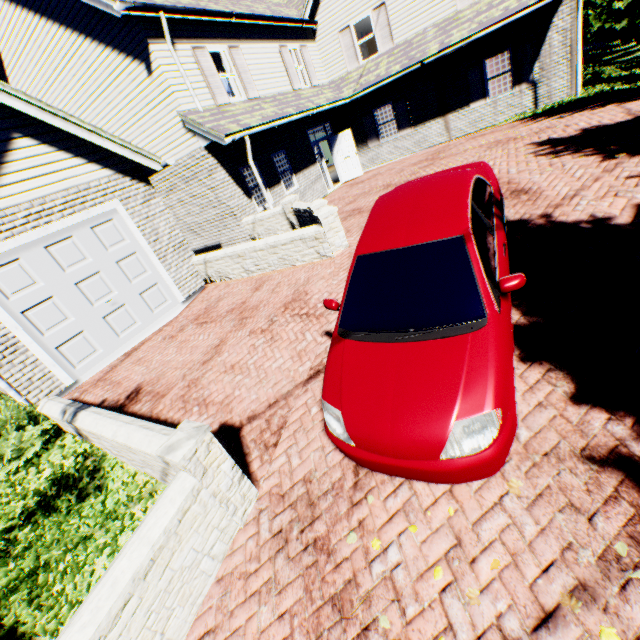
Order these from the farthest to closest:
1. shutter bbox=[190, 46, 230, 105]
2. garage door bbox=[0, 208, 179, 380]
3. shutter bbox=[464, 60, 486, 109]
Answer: shutter bbox=[464, 60, 486, 109], shutter bbox=[190, 46, 230, 105], garage door bbox=[0, 208, 179, 380]

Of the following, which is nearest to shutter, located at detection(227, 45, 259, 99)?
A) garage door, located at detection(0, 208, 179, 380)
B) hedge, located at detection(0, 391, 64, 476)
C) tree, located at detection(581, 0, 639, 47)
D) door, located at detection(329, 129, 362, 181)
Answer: door, located at detection(329, 129, 362, 181)

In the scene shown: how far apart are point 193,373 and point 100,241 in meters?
4.3

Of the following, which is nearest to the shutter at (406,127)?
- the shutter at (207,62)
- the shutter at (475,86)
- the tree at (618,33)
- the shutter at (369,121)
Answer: the shutter at (369,121)

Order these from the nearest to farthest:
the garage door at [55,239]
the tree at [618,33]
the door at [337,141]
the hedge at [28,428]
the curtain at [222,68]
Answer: the hedge at [28,428]
the garage door at [55,239]
the curtain at [222,68]
the door at [337,141]
the tree at [618,33]

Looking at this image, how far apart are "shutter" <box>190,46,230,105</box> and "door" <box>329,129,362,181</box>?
6.5m

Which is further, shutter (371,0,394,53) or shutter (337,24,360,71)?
shutter (337,24,360,71)

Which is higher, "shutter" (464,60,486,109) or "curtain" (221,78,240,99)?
"curtain" (221,78,240,99)
